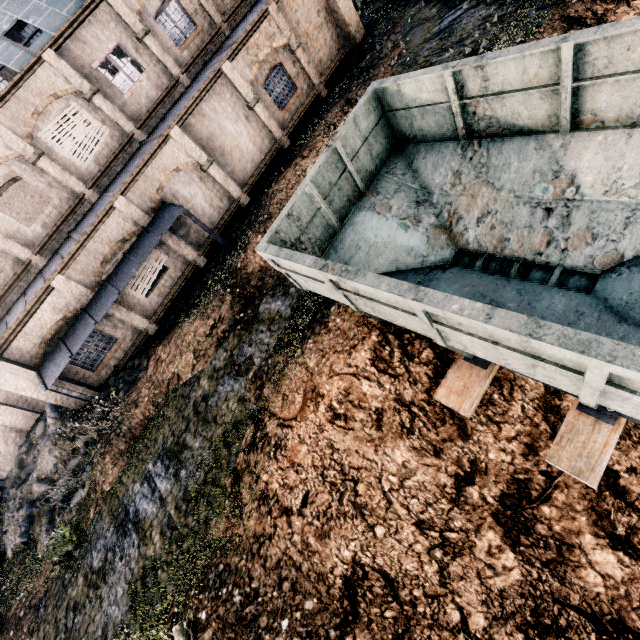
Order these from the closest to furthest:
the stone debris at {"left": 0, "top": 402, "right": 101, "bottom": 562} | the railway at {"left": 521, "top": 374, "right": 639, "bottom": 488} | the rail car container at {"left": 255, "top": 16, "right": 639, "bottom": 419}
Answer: the rail car container at {"left": 255, "top": 16, "right": 639, "bottom": 419} → the railway at {"left": 521, "top": 374, "right": 639, "bottom": 488} → the stone debris at {"left": 0, "top": 402, "right": 101, "bottom": 562}

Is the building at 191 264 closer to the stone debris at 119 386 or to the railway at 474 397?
the stone debris at 119 386

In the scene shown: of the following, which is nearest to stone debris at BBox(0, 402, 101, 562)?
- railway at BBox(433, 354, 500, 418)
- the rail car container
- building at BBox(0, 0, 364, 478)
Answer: building at BBox(0, 0, 364, 478)

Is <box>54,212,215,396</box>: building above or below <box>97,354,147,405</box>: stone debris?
above

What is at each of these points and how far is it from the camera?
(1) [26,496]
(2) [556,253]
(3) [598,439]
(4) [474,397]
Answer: (1) stone debris, 14.3 meters
(2) rail car container, 6.2 meters
(3) railway, 5.1 meters
(4) railway, 6.3 meters

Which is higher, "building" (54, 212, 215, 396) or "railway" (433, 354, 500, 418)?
"building" (54, 212, 215, 396)

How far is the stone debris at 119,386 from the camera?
14.7 meters

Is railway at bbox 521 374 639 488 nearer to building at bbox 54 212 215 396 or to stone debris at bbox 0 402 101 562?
stone debris at bbox 0 402 101 562
